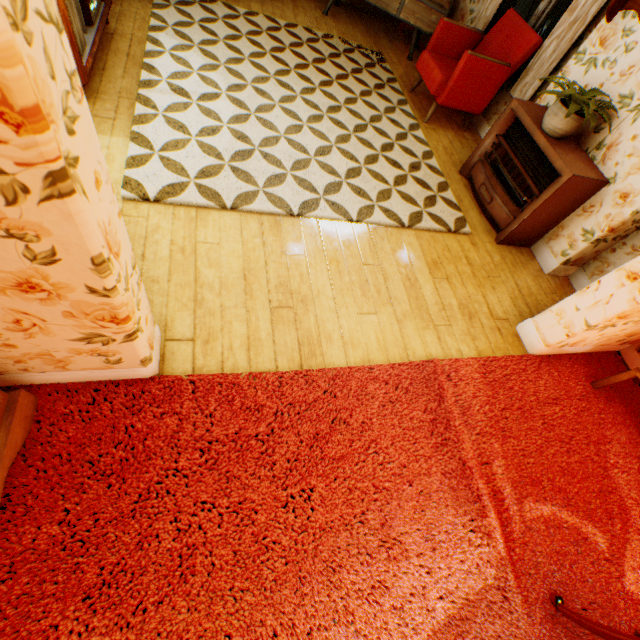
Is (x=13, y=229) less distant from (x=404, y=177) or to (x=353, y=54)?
(x=404, y=177)

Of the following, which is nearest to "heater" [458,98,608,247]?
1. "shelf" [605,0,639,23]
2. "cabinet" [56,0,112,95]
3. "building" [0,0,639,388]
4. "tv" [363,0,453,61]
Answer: "building" [0,0,639,388]

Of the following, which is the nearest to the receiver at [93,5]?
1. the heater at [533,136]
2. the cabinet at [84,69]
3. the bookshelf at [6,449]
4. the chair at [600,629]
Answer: the cabinet at [84,69]

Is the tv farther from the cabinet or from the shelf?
the cabinet

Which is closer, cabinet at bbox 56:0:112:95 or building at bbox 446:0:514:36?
cabinet at bbox 56:0:112:95

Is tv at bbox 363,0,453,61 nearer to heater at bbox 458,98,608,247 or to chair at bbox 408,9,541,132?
chair at bbox 408,9,541,132

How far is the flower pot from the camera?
2.9m

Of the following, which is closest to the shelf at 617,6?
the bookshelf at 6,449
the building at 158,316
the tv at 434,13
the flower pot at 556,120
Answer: the building at 158,316
